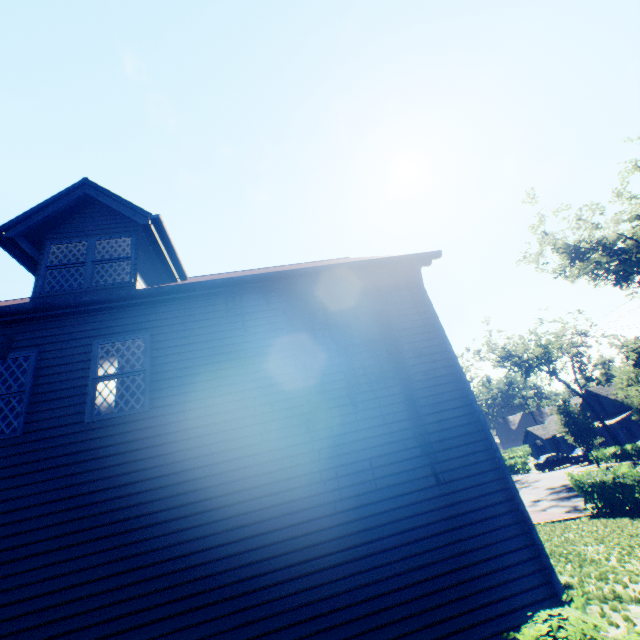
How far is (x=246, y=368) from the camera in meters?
6.3 m

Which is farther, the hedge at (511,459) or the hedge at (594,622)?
the hedge at (511,459)

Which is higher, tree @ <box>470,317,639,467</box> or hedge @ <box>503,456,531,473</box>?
tree @ <box>470,317,639,467</box>

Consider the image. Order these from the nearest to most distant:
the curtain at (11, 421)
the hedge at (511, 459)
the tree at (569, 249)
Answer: the curtain at (11, 421), the tree at (569, 249), the hedge at (511, 459)

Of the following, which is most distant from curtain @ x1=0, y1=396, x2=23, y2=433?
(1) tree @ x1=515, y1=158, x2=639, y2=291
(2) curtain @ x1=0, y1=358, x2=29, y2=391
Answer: (1) tree @ x1=515, y1=158, x2=639, y2=291

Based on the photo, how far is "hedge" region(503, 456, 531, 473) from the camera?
41.8m

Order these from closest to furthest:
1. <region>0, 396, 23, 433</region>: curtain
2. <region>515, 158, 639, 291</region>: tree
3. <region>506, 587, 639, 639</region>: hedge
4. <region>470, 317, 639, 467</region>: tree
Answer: <region>506, 587, 639, 639</region>: hedge, <region>0, 396, 23, 433</region>: curtain, <region>470, 317, 639, 467</region>: tree, <region>515, 158, 639, 291</region>: tree

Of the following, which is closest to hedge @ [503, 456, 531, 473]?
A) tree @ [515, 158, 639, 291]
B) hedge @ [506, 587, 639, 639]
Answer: tree @ [515, 158, 639, 291]
